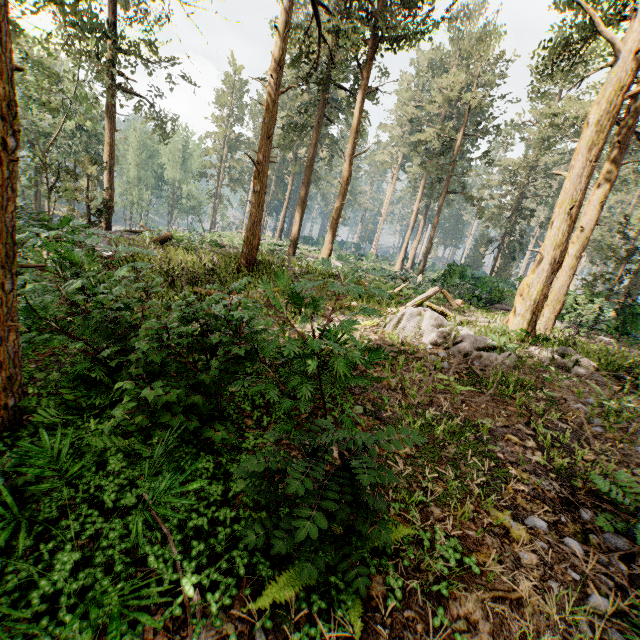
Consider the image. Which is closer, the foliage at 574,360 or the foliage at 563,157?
the foliage at 574,360

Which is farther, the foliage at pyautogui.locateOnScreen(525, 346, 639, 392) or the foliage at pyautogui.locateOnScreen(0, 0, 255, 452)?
the foliage at pyautogui.locateOnScreen(525, 346, 639, 392)

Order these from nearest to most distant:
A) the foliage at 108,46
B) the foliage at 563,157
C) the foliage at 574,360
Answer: the foliage at 108,46 → the foliage at 574,360 → the foliage at 563,157

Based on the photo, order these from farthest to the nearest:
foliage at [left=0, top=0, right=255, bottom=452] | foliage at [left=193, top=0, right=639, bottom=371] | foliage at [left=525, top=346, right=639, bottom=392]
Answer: foliage at [left=193, top=0, right=639, bottom=371] < foliage at [left=525, top=346, right=639, bottom=392] < foliage at [left=0, top=0, right=255, bottom=452]

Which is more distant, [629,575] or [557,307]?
[557,307]
